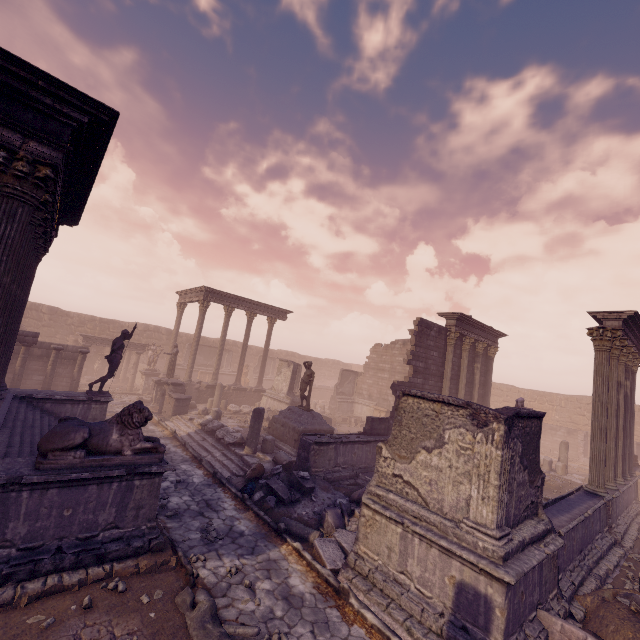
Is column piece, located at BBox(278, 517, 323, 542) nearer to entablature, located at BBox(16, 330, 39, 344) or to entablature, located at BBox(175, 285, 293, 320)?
entablature, located at BBox(16, 330, 39, 344)

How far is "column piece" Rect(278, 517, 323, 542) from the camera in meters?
7.8 m

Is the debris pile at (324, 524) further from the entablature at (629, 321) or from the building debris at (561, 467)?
the building debris at (561, 467)

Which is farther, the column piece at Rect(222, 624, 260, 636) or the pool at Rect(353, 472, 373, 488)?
the pool at Rect(353, 472, 373, 488)

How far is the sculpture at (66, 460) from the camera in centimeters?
538cm

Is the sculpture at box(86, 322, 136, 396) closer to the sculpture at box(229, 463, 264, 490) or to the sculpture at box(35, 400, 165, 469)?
the sculpture at box(229, 463, 264, 490)

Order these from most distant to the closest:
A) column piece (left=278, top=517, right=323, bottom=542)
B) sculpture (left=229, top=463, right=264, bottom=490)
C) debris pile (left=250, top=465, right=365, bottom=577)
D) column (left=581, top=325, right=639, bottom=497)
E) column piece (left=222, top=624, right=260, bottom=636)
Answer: column (left=581, top=325, right=639, bottom=497), sculpture (left=229, top=463, right=264, bottom=490), column piece (left=278, top=517, right=323, bottom=542), debris pile (left=250, top=465, right=365, bottom=577), column piece (left=222, top=624, right=260, bottom=636)

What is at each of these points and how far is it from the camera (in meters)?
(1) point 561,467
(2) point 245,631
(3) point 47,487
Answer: (1) building debris, 17.17
(2) column piece, 4.89
(3) building, 5.26
